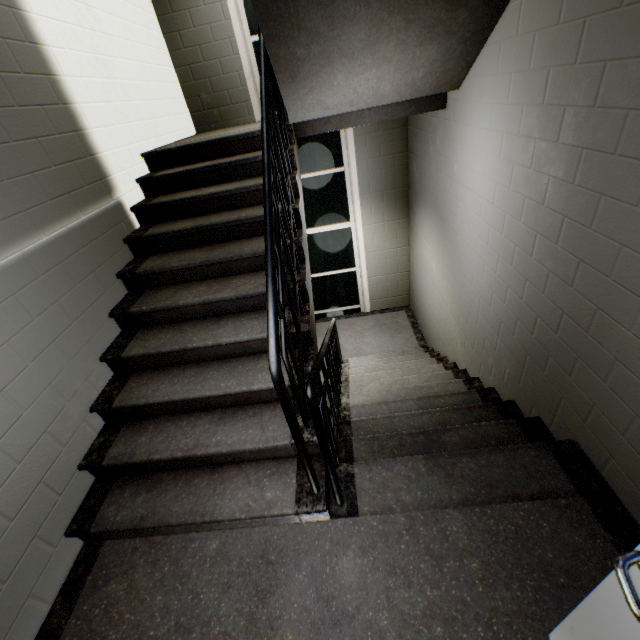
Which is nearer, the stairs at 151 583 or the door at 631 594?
the door at 631 594

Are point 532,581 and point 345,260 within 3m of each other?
no

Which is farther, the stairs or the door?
the stairs
